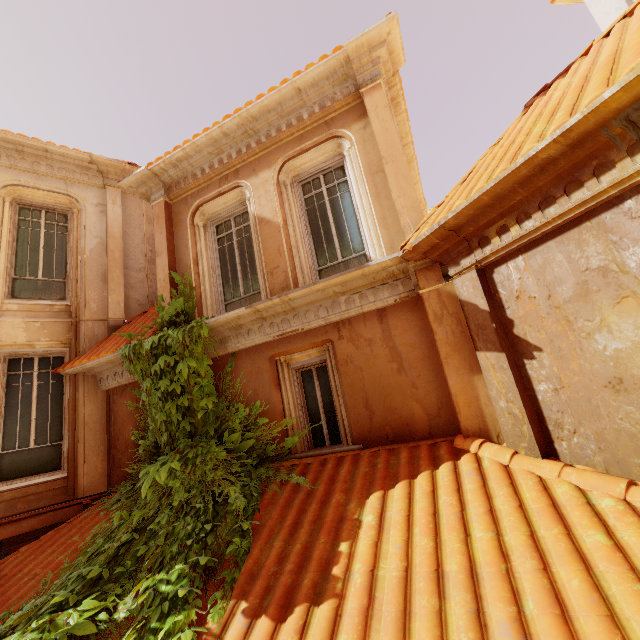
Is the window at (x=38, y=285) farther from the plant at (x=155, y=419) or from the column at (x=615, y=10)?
the column at (x=615, y=10)

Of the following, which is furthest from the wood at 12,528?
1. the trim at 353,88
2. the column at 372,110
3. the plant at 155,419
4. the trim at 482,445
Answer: the column at 372,110

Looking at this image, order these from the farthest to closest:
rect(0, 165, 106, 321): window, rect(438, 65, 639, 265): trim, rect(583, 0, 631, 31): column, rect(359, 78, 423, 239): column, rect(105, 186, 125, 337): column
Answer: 1. rect(583, 0, 631, 31): column
2. rect(105, 186, 125, 337): column
3. rect(0, 165, 106, 321): window
4. rect(359, 78, 423, 239): column
5. rect(438, 65, 639, 265): trim

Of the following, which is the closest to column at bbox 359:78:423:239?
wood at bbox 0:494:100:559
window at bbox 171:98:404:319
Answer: window at bbox 171:98:404:319

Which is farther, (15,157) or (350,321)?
(15,157)

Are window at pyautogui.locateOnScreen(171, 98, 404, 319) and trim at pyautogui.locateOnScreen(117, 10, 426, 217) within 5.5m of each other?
yes

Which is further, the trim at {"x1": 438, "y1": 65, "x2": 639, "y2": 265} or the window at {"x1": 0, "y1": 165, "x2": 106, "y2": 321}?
the window at {"x1": 0, "y1": 165, "x2": 106, "y2": 321}

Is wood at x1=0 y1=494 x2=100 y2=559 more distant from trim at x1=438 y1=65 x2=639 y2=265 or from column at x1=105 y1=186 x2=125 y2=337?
trim at x1=438 y1=65 x2=639 y2=265
